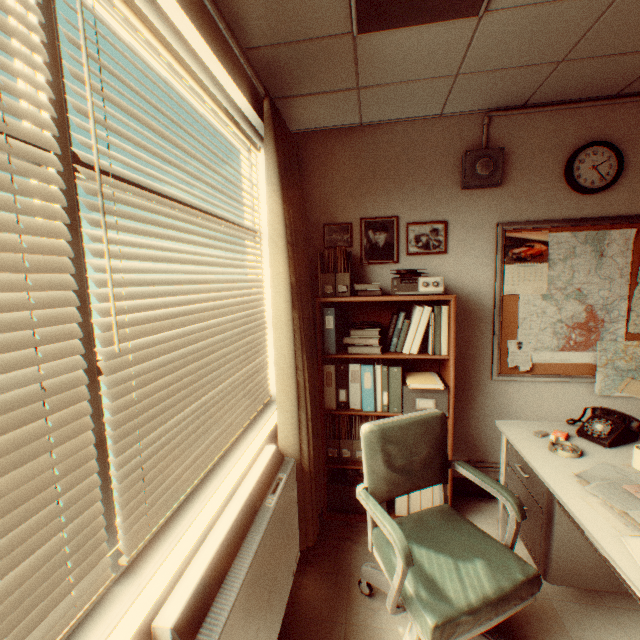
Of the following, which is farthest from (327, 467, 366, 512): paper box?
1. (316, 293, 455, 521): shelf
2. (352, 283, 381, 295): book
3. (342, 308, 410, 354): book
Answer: (352, 283, 381, 295): book

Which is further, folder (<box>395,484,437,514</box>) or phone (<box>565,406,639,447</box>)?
folder (<box>395,484,437,514</box>)

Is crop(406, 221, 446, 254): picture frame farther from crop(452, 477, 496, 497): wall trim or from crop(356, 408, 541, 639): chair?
crop(452, 477, 496, 497): wall trim

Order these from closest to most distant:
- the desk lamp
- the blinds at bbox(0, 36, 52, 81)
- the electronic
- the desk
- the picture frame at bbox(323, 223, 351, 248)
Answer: the blinds at bbox(0, 36, 52, 81) → the desk → the desk lamp → the electronic → the picture frame at bbox(323, 223, 351, 248)

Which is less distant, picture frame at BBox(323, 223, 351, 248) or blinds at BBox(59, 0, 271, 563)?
blinds at BBox(59, 0, 271, 563)

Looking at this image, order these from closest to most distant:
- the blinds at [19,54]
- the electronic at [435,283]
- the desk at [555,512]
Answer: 1. the blinds at [19,54]
2. the desk at [555,512]
3. the electronic at [435,283]

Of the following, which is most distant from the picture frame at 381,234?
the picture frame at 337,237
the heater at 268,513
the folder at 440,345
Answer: the heater at 268,513

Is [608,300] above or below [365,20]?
below
